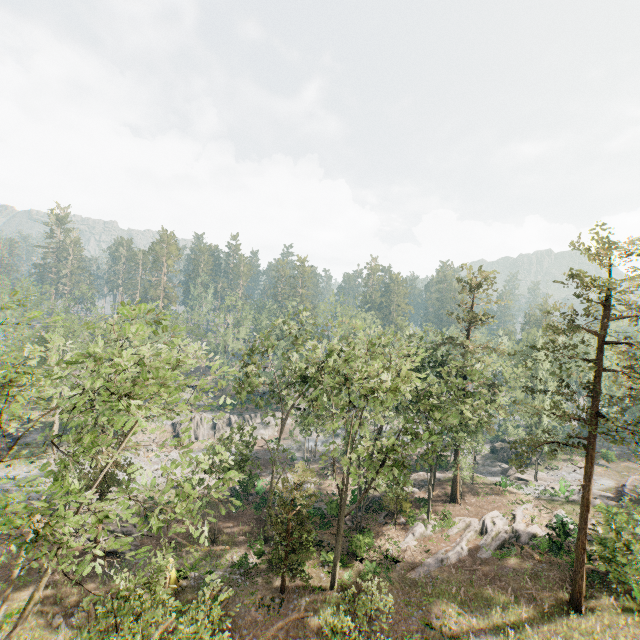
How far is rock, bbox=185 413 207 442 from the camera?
52.91m

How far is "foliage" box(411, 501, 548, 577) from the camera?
26.4 meters

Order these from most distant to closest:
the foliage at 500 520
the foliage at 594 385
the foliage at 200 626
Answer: the foliage at 500 520 → the foliage at 594 385 → the foliage at 200 626

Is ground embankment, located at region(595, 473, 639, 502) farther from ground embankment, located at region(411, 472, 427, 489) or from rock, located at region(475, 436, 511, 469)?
ground embankment, located at region(411, 472, 427, 489)

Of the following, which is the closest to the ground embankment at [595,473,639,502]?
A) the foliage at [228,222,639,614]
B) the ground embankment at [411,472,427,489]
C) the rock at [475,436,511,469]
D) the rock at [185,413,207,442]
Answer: the foliage at [228,222,639,614]

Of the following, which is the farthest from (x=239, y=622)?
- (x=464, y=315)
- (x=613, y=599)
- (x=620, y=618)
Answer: (x=464, y=315)

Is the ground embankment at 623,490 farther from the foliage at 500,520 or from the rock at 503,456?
the rock at 503,456

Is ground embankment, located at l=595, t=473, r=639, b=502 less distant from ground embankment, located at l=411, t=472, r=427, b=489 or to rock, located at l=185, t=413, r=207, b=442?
ground embankment, located at l=411, t=472, r=427, b=489
